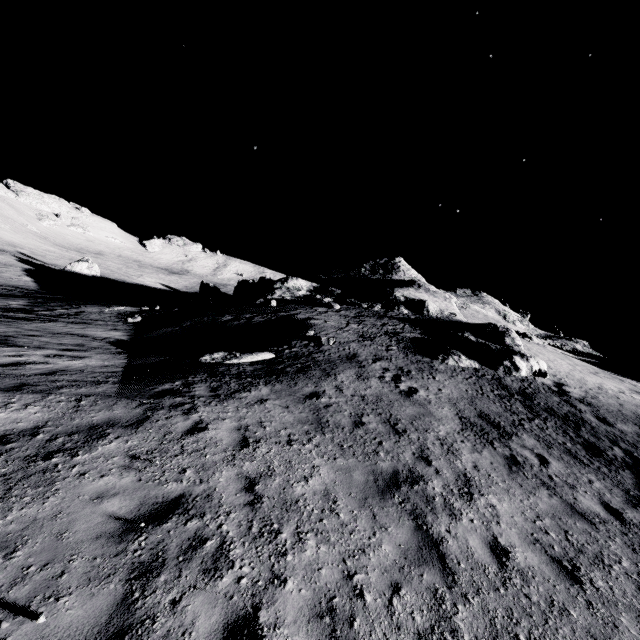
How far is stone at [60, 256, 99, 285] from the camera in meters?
45.8

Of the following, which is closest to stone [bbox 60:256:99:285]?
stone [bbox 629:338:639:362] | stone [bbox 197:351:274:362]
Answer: stone [bbox 197:351:274:362]

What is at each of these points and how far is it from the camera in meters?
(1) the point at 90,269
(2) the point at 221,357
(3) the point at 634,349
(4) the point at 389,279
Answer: (1) stone, 47.4 m
(2) stone, 12.5 m
(3) stone, 39.3 m
(4) stone, 47.1 m

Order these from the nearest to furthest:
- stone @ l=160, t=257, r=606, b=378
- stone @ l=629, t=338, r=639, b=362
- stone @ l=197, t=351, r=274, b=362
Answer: stone @ l=197, t=351, r=274, b=362
stone @ l=160, t=257, r=606, b=378
stone @ l=629, t=338, r=639, b=362

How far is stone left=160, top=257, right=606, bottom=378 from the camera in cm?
1816

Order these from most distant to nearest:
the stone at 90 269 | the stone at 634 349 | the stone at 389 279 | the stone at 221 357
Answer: the stone at 90 269
the stone at 634 349
the stone at 389 279
the stone at 221 357

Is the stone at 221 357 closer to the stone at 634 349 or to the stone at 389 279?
the stone at 389 279

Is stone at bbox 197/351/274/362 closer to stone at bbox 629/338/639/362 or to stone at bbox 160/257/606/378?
stone at bbox 160/257/606/378
